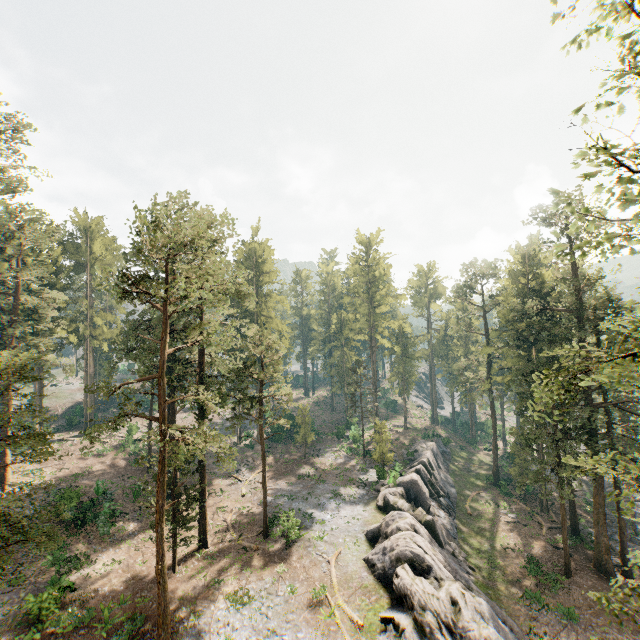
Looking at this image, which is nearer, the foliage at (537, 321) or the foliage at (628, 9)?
the foliage at (628, 9)

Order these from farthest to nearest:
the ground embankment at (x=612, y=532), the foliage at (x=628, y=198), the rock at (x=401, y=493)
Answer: the ground embankment at (x=612, y=532) → the rock at (x=401, y=493) → the foliage at (x=628, y=198)

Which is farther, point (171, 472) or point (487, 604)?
point (171, 472)

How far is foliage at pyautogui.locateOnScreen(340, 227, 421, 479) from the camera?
45.5 meters

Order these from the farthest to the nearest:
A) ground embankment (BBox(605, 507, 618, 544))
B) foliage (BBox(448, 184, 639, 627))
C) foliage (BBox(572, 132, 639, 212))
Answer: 1. ground embankment (BBox(605, 507, 618, 544))
2. foliage (BBox(448, 184, 639, 627))
3. foliage (BBox(572, 132, 639, 212))

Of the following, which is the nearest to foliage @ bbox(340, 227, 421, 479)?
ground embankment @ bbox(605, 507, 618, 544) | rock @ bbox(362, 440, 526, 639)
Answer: ground embankment @ bbox(605, 507, 618, 544)

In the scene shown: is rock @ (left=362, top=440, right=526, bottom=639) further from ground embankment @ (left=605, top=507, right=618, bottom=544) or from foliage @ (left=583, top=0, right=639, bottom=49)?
ground embankment @ (left=605, top=507, right=618, bottom=544)

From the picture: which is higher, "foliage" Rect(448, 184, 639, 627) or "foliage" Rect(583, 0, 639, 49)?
"foliage" Rect(583, 0, 639, 49)
